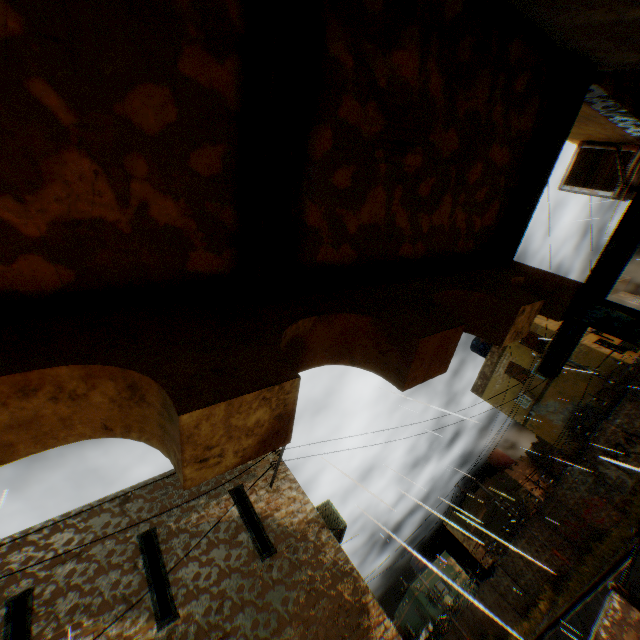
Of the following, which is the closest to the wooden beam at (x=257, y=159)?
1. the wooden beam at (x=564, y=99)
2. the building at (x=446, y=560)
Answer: the wooden beam at (x=564, y=99)

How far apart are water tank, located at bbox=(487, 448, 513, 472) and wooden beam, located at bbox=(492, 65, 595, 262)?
34.2 meters

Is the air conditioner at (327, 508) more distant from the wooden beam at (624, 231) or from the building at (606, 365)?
the wooden beam at (624, 231)

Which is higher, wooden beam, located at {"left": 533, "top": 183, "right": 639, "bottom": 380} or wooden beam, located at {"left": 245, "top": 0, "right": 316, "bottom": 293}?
wooden beam, located at {"left": 245, "top": 0, "right": 316, "bottom": 293}

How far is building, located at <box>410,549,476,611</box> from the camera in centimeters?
3434cm

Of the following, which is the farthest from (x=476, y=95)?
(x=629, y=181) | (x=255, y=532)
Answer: (x=255, y=532)

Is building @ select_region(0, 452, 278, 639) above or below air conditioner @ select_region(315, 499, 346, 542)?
above

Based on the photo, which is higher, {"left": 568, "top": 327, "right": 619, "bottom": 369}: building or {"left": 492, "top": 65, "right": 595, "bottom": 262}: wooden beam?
{"left": 568, "top": 327, "right": 619, "bottom": 369}: building
